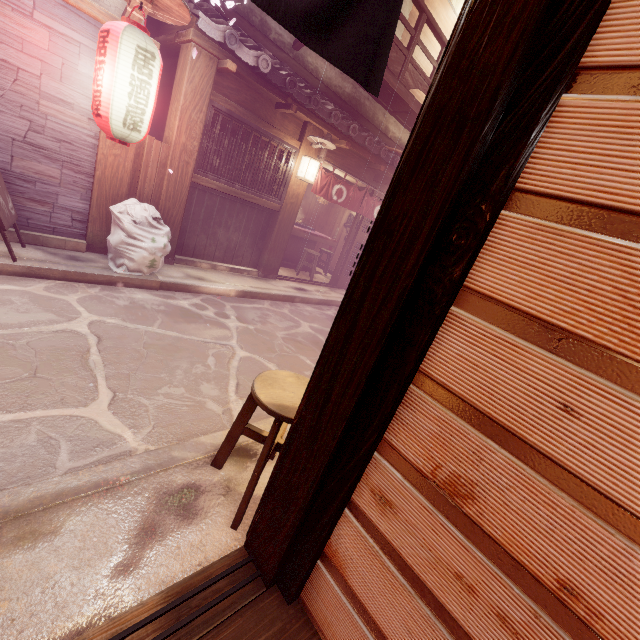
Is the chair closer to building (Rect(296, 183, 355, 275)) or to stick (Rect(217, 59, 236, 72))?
stick (Rect(217, 59, 236, 72))

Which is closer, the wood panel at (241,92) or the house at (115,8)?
the house at (115,8)

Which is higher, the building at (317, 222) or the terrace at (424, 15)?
the terrace at (424, 15)

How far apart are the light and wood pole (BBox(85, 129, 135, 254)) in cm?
518

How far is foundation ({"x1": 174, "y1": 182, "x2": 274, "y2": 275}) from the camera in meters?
10.6

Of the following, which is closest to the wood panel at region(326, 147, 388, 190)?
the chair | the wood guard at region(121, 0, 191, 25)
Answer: the wood guard at region(121, 0, 191, 25)

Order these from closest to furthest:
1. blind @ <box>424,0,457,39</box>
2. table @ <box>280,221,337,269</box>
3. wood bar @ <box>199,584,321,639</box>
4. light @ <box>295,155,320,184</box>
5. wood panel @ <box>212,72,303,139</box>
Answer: wood bar @ <box>199,584,321,639</box>, wood panel @ <box>212,72,303,139</box>, light @ <box>295,155,320,184</box>, blind @ <box>424,0,457,39</box>, table @ <box>280,221,337,269</box>

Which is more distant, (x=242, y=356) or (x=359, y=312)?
(x=242, y=356)
